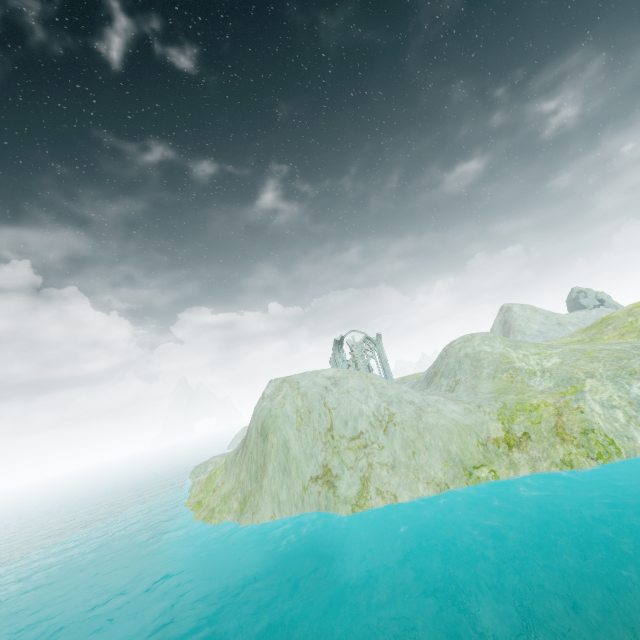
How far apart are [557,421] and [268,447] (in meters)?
17.39

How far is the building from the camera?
50.75m

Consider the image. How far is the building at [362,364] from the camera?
50.8 meters
